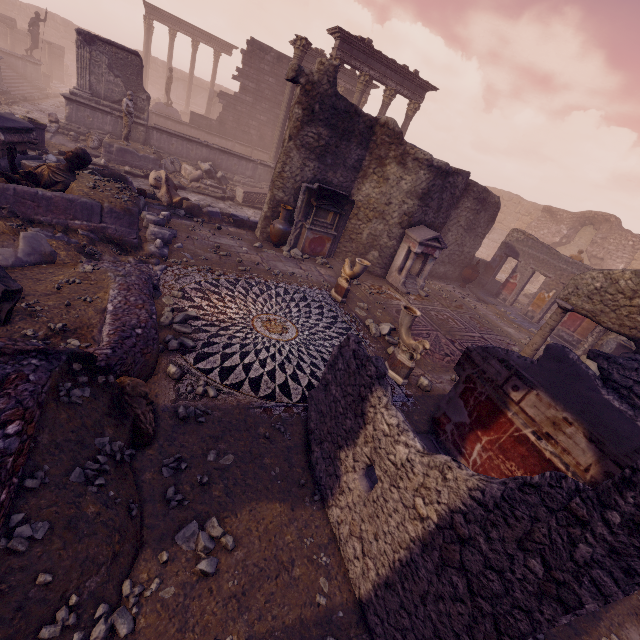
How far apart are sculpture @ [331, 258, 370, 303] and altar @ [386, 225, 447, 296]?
2.8 meters

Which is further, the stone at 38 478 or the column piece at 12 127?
the column piece at 12 127

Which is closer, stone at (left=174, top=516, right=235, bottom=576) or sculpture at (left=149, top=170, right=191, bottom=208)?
stone at (left=174, top=516, right=235, bottom=576)

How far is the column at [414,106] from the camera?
18.00m

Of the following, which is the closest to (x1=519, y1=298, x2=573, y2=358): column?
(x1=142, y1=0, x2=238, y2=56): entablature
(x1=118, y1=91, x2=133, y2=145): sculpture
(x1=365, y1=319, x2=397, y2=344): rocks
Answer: (x1=365, y1=319, x2=397, y2=344): rocks

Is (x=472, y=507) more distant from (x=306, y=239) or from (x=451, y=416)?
(x=306, y=239)

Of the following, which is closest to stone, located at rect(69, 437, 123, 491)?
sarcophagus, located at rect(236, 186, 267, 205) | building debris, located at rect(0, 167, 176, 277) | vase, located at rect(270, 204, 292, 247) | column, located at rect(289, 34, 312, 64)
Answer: building debris, located at rect(0, 167, 176, 277)

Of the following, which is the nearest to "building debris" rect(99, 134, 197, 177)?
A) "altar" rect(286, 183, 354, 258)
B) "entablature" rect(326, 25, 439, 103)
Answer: "altar" rect(286, 183, 354, 258)
